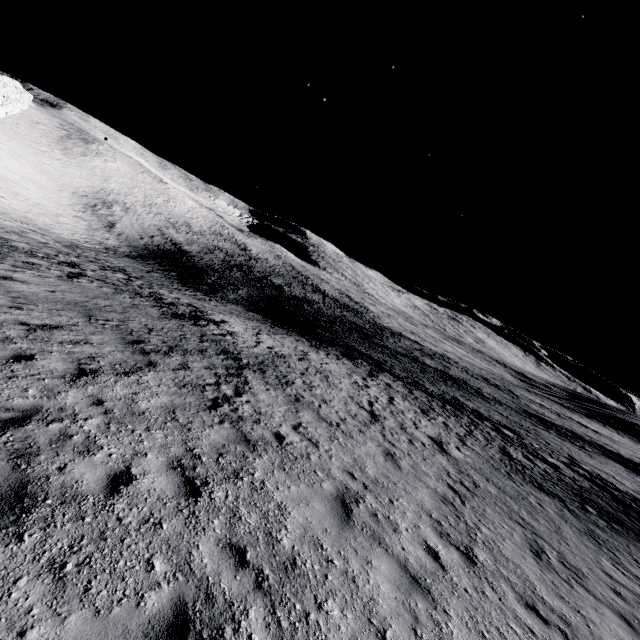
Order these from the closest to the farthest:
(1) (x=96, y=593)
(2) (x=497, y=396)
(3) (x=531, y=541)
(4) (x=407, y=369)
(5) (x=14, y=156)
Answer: (1) (x=96, y=593)
(3) (x=531, y=541)
(4) (x=407, y=369)
(2) (x=497, y=396)
(5) (x=14, y=156)
